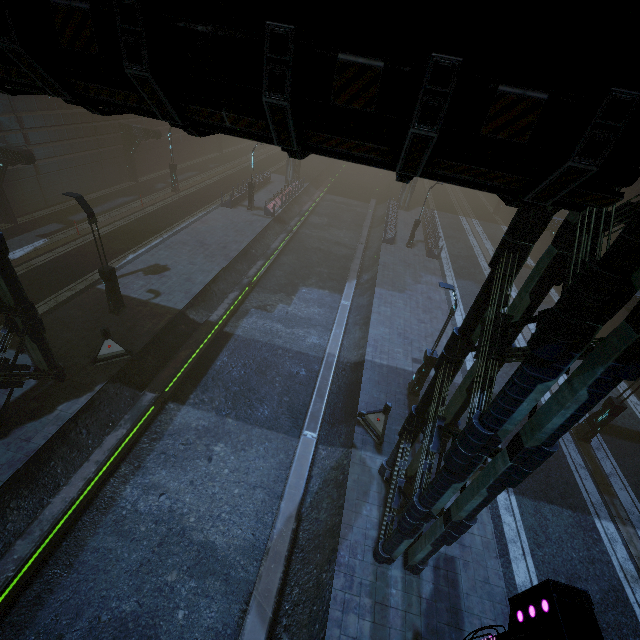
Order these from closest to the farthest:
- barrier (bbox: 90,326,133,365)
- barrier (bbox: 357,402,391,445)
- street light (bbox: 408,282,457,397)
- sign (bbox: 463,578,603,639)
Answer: sign (bbox: 463,578,603,639) → street light (bbox: 408,282,457,397) → barrier (bbox: 357,402,391,445) → barrier (bbox: 90,326,133,365)

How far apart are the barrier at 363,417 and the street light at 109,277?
12.3 meters

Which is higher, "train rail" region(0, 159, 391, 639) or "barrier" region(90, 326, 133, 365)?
"barrier" region(90, 326, 133, 365)

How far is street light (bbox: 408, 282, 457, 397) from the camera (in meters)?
11.69

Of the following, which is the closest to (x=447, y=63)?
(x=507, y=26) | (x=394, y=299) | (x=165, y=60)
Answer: (x=507, y=26)

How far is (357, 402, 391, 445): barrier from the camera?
12.4 meters

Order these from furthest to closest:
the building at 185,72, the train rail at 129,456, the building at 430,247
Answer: the building at 430,247, the train rail at 129,456, the building at 185,72

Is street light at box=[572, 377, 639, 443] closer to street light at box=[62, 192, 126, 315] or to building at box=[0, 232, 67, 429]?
building at box=[0, 232, 67, 429]
